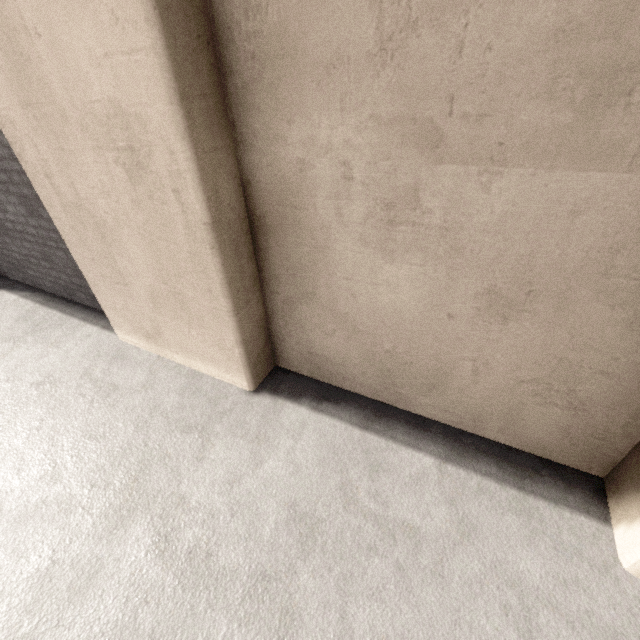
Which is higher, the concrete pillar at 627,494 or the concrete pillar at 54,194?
the concrete pillar at 54,194

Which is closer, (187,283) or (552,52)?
(552,52)

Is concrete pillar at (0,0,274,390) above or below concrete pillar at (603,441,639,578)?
above
